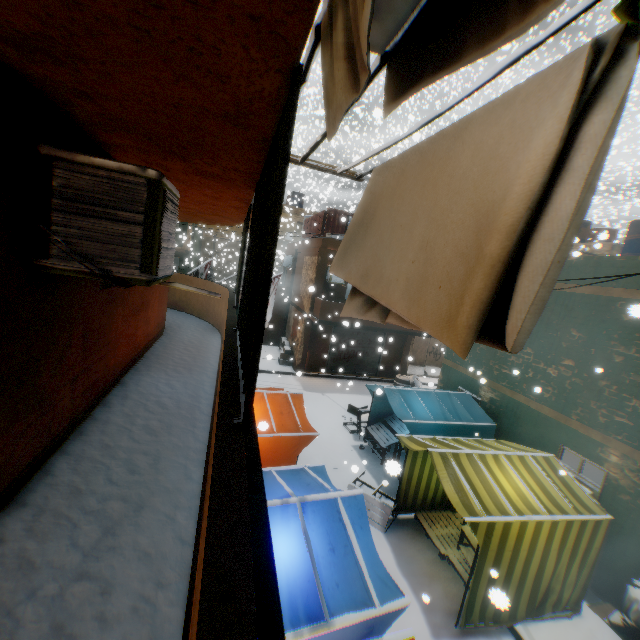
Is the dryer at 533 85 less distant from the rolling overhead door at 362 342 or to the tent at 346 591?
the tent at 346 591

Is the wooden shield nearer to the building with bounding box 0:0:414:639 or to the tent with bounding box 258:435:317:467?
the building with bounding box 0:0:414:639

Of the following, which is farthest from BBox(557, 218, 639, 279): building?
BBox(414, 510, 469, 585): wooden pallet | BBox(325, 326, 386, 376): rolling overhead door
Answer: BBox(414, 510, 469, 585): wooden pallet

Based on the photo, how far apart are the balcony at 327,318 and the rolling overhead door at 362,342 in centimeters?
3cm

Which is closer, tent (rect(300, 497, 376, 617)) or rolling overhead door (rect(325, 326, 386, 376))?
tent (rect(300, 497, 376, 617))

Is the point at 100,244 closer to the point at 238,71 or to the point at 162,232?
the point at 162,232

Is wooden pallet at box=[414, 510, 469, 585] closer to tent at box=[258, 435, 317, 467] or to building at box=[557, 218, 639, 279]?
tent at box=[258, 435, 317, 467]

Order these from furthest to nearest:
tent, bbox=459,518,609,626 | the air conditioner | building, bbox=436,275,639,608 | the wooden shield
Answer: the wooden shield < building, bbox=436,275,639,608 < tent, bbox=459,518,609,626 < the air conditioner
